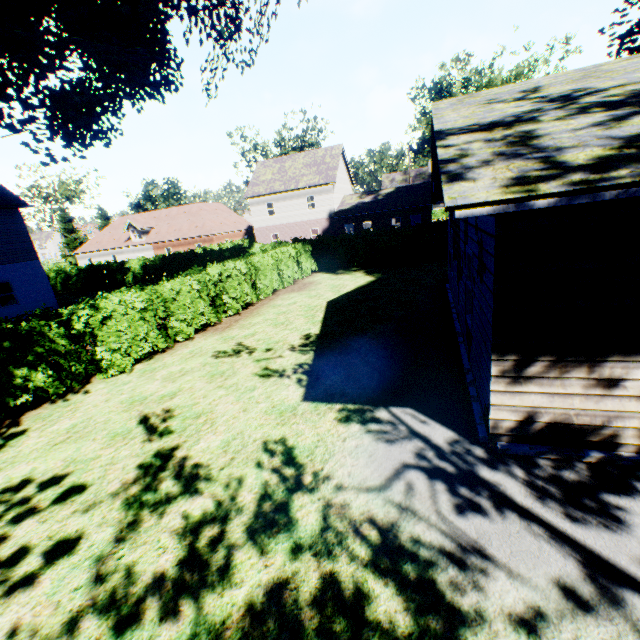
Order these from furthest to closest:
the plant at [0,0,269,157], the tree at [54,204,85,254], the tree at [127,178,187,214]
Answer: the tree at [127,178,187,214] → the tree at [54,204,85,254] → the plant at [0,0,269,157]

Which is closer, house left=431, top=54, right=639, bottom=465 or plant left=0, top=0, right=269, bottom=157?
house left=431, top=54, right=639, bottom=465

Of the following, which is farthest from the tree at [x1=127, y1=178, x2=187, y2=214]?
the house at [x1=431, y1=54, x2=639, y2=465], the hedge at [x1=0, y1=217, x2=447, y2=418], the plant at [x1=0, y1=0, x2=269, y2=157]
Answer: the house at [x1=431, y1=54, x2=639, y2=465]

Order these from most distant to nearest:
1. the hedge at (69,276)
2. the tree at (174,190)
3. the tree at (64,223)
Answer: the tree at (174,190)
the tree at (64,223)
the hedge at (69,276)

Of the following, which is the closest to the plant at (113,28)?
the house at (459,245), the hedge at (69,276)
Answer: the house at (459,245)

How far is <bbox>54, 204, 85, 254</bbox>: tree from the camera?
48.94m

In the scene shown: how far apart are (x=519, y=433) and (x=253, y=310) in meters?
12.0 m
